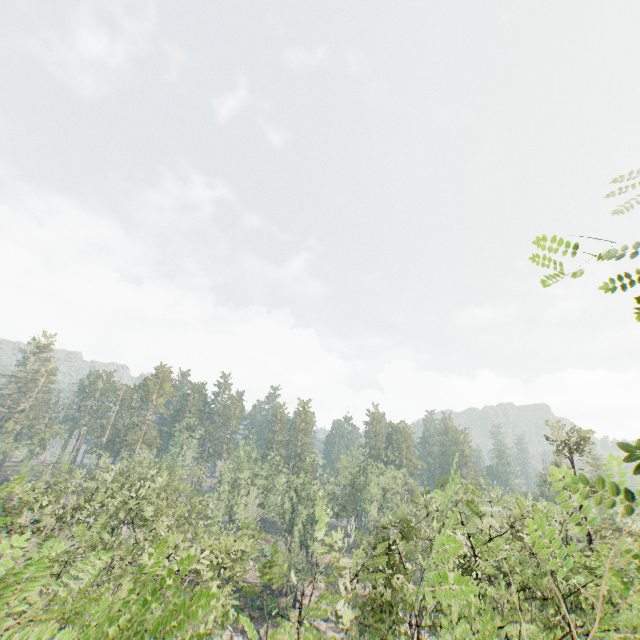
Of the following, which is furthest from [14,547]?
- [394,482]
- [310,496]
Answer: [394,482]
